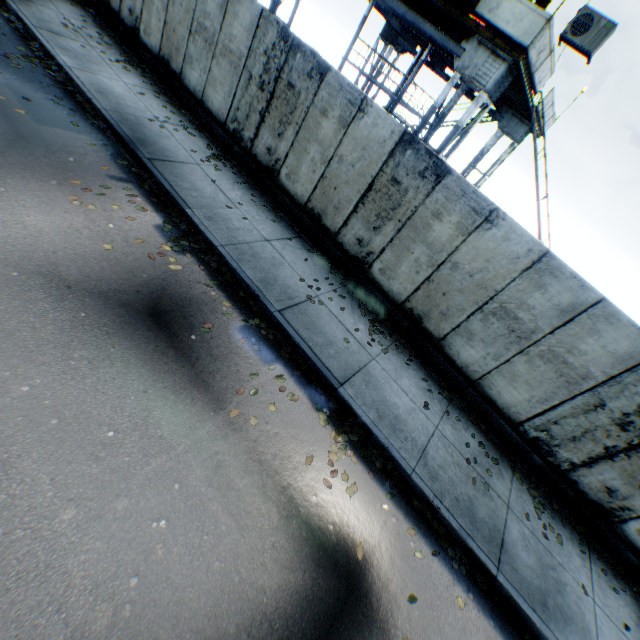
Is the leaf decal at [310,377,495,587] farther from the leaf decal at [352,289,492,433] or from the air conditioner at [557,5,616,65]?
the air conditioner at [557,5,616,65]

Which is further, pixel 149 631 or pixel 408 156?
pixel 408 156

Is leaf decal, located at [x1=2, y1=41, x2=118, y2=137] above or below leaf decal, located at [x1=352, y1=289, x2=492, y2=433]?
below

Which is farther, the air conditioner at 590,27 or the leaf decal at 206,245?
the air conditioner at 590,27

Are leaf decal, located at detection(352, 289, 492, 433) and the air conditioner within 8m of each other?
yes

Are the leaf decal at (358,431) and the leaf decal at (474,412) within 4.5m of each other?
yes

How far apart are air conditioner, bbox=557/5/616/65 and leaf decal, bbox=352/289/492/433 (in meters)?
7.04

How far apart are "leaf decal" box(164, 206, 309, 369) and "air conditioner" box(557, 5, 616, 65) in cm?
895
